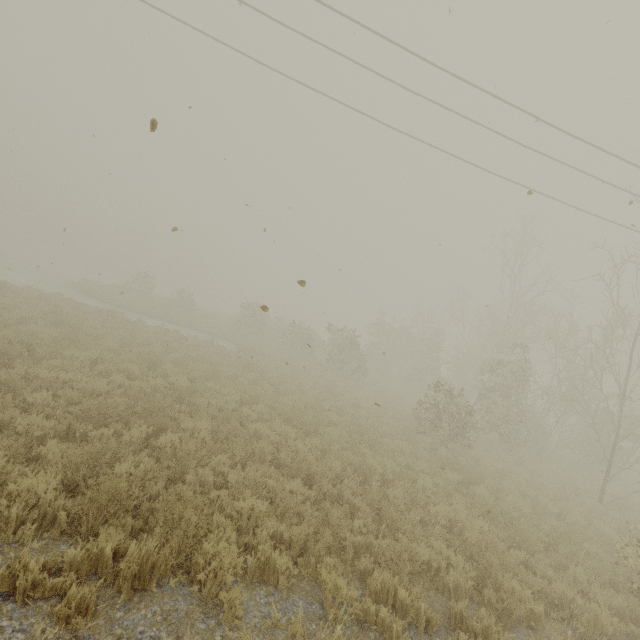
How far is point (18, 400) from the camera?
6.5 meters
